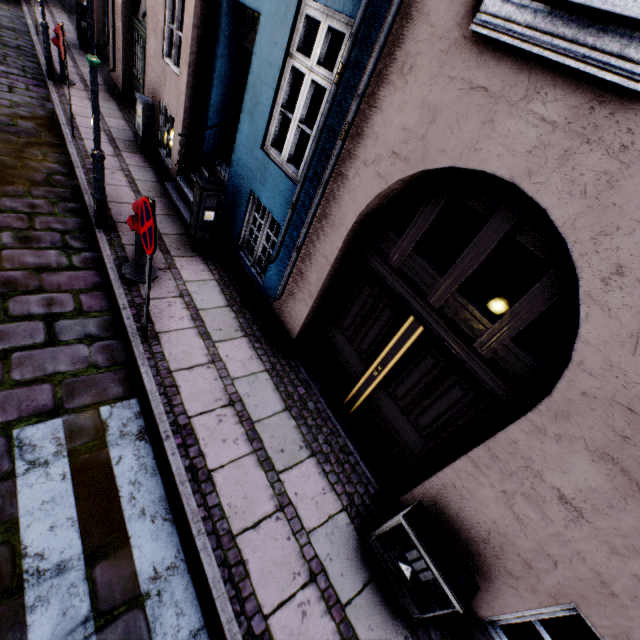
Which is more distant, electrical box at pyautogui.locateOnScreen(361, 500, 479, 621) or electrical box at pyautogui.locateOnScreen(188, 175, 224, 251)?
electrical box at pyautogui.locateOnScreen(188, 175, 224, 251)

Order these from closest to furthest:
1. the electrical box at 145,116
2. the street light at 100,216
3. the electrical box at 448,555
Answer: the electrical box at 448,555, the street light at 100,216, the electrical box at 145,116

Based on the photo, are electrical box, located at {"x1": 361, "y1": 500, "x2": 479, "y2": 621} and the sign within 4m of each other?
yes

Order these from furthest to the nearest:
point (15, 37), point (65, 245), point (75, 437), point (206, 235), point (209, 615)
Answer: point (15, 37) < point (206, 235) < point (65, 245) < point (75, 437) < point (209, 615)

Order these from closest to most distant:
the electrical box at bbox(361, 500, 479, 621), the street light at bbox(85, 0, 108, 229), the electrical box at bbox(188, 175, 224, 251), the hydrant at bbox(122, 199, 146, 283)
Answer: the electrical box at bbox(361, 500, 479, 621)
the street light at bbox(85, 0, 108, 229)
the hydrant at bbox(122, 199, 146, 283)
the electrical box at bbox(188, 175, 224, 251)

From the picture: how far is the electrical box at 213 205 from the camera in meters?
5.1

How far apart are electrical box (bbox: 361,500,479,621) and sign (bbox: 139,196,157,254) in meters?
3.4

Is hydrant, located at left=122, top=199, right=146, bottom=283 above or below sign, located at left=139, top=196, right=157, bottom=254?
below
